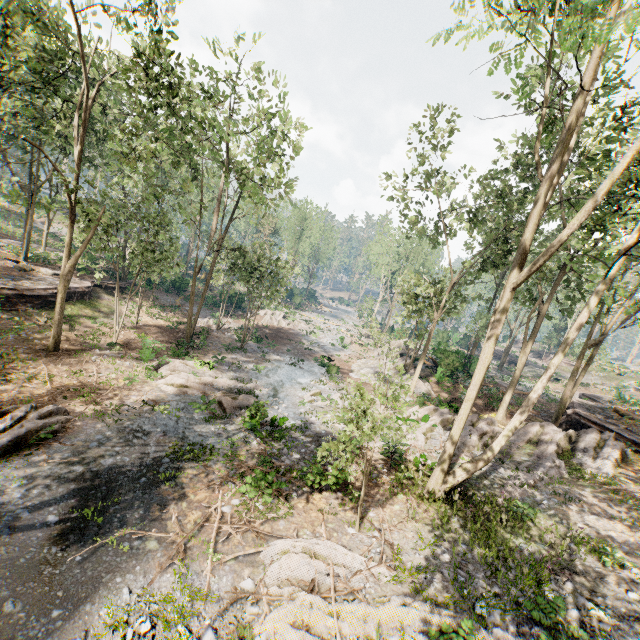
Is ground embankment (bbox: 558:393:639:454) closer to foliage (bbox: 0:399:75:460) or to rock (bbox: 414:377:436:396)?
foliage (bbox: 0:399:75:460)

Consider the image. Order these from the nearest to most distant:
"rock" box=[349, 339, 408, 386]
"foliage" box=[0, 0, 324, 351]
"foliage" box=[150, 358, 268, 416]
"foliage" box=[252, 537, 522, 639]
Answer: "foliage" box=[252, 537, 522, 639]
"foliage" box=[0, 0, 324, 351]
"foliage" box=[150, 358, 268, 416]
"rock" box=[349, 339, 408, 386]

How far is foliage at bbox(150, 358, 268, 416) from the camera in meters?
A: 17.3 m

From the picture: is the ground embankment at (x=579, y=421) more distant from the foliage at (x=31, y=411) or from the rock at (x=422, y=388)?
the rock at (x=422, y=388)

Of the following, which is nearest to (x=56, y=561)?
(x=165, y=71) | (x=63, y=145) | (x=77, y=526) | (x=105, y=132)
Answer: (x=77, y=526)

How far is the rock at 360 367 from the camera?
29.3m

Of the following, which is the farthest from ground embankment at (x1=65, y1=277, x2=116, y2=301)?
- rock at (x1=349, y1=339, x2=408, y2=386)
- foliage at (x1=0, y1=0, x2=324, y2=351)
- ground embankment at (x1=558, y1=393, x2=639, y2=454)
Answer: ground embankment at (x1=558, y1=393, x2=639, y2=454)
